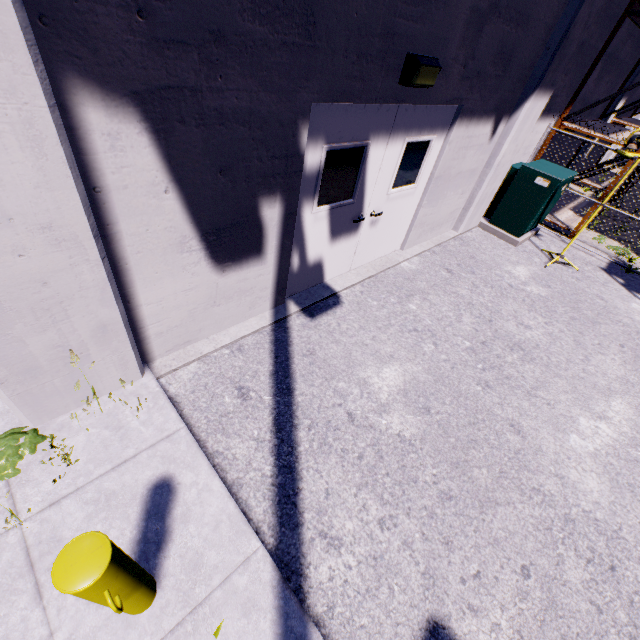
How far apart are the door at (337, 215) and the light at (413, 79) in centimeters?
16cm

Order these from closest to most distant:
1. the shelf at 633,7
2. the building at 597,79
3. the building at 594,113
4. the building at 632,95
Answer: the shelf at 633,7 → the building at 597,79 → the building at 594,113 → the building at 632,95

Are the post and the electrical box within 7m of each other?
no

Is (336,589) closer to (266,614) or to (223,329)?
(266,614)

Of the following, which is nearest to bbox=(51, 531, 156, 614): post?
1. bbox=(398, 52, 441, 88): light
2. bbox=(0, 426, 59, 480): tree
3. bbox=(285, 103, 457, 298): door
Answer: bbox=(0, 426, 59, 480): tree

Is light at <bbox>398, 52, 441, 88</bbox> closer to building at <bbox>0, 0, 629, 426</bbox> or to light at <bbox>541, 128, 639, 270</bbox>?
building at <bbox>0, 0, 629, 426</bbox>

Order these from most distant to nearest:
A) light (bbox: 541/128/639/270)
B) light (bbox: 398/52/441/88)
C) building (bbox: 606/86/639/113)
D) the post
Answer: building (bbox: 606/86/639/113)
light (bbox: 541/128/639/270)
light (bbox: 398/52/441/88)
the post

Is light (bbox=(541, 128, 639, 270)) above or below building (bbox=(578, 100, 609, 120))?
above
